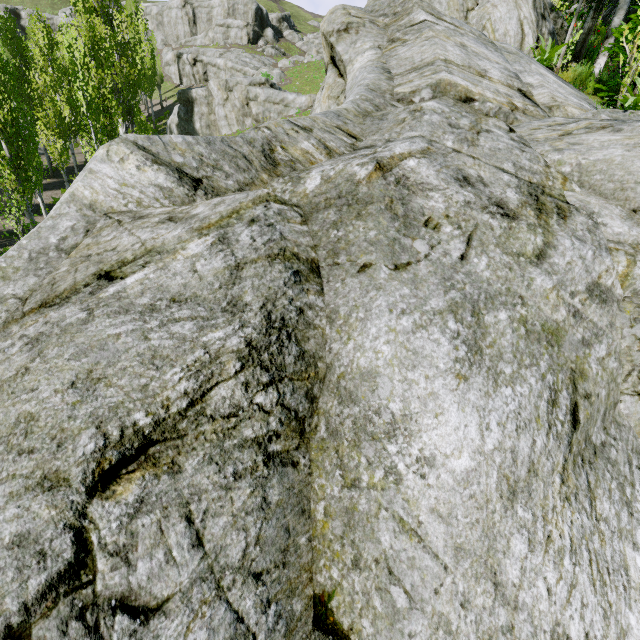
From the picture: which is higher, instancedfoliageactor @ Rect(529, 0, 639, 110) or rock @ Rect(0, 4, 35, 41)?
rock @ Rect(0, 4, 35, 41)

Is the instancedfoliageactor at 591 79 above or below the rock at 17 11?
below

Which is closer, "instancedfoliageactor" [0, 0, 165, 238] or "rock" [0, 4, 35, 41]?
"instancedfoliageactor" [0, 0, 165, 238]

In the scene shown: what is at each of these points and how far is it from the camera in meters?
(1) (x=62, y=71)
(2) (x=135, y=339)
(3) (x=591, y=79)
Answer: (1) instancedfoliageactor, 26.4
(2) rock, 1.5
(3) instancedfoliageactor, 7.6

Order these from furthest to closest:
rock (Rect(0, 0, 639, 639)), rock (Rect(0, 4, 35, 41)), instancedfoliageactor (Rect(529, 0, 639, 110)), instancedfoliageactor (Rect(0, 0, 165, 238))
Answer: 1. rock (Rect(0, 4, 35, 41))
2. instancedfoliageactor (Rect(0, 0, 165, 238))
3. instancedfoliageactor (Rect(529, 0, 639, 110))
4. rock (Rect(0, 0, 639, 639))

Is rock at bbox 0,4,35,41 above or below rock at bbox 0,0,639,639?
above

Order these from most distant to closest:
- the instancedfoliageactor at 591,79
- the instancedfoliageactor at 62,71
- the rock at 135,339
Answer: the instancedfoliageactor at 62,71, the instancedfoliageactor at 591,79, the rock at 135,339
